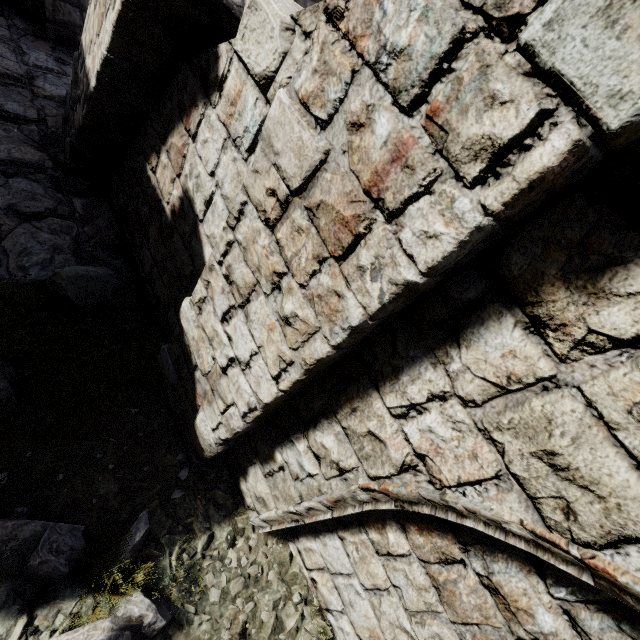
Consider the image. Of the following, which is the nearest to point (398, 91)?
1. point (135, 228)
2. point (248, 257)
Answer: point (248, 257)

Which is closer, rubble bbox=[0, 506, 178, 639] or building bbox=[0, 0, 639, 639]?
building bbox=[0, 0, 639, 639]

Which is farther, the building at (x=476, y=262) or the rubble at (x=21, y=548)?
the rubble at (x=21, y=548)
